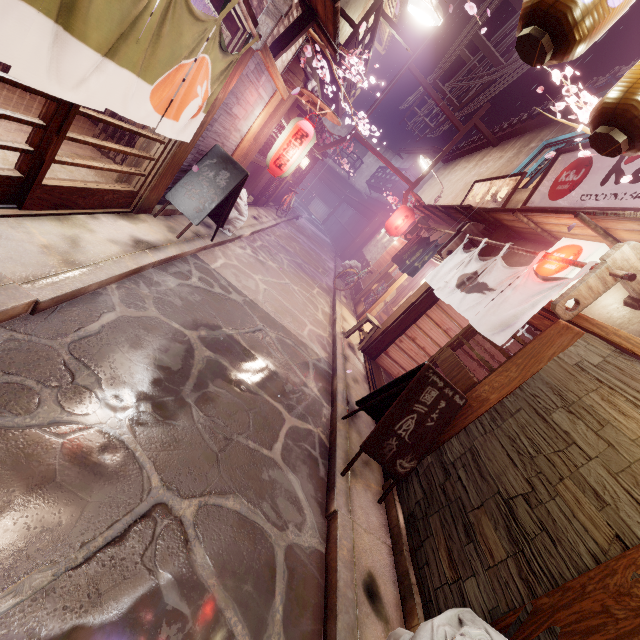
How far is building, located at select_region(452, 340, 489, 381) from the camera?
13.9 meters

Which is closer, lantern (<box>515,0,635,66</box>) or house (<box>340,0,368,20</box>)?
lantern (<box>515,0,635,66</box>)

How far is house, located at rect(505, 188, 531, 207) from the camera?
12.4 meters

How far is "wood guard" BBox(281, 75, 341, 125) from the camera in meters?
10.3 m

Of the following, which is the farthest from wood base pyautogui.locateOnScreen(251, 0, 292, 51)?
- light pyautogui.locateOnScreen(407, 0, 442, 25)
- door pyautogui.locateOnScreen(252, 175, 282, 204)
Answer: door pyautogui.locateOnScreen(252, 175, 282, 204)

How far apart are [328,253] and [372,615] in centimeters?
3131cm

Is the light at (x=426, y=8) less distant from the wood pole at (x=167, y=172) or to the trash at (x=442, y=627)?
the wood pole at (x=167, y=172)

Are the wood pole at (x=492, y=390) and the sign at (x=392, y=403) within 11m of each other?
yes
